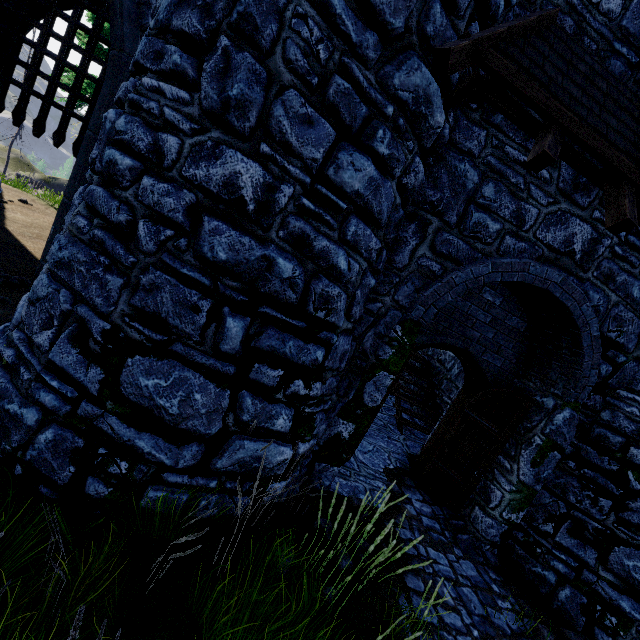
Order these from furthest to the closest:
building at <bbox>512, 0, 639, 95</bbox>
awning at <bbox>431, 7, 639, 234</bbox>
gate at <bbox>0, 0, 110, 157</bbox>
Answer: gate at <bbox>0, 0, 110, 157</bbox> < building at <bbox>512, 0, 639, 95</bbox> < awning at <bbox>431, 7, 639, 234</bbox>

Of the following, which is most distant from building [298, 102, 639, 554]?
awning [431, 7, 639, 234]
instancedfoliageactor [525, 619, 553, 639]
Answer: instancedfoliageactor [525, 619, 553, 639]

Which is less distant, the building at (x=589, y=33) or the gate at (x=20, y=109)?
the building at (x=589, y=33)

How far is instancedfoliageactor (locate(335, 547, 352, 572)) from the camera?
3.2 meters

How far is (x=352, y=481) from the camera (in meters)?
5.46

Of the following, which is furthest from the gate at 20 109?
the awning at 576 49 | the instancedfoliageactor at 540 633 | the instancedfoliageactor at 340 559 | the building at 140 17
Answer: the instancedfoliageactor at 540 633

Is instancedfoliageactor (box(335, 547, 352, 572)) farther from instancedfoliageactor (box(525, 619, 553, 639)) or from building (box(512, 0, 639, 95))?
instancedfoliageactor (box(525, 619, 553, 639))
